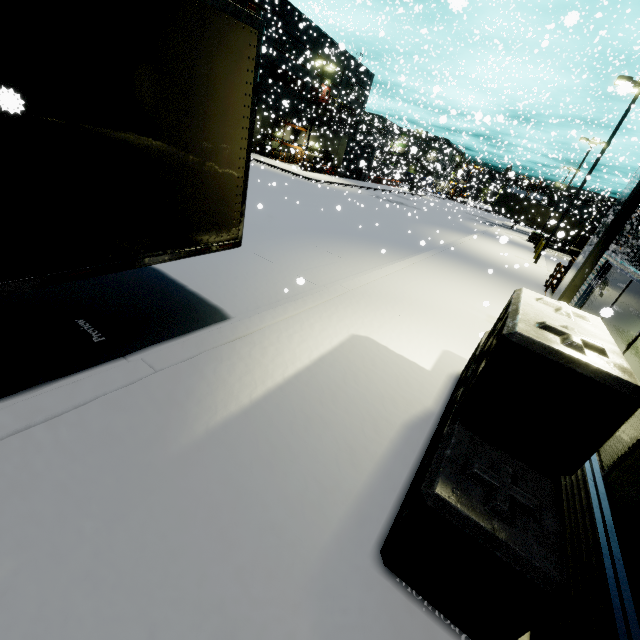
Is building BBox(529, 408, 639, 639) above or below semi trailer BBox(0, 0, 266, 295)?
below

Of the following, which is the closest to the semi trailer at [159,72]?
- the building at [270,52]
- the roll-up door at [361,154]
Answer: the building at [270,52]

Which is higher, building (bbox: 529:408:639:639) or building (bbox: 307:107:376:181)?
building (bbox: 307:107:376:181)

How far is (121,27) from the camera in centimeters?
270cm

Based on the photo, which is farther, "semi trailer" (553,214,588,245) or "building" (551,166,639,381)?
"semi trailer" (553,214,588,245)

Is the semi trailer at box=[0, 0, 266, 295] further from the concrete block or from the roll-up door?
the roll-up door

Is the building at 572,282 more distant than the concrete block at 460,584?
Yes

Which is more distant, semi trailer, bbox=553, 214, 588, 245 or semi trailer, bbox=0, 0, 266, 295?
semi trailer, bbox=553, 214, 588, 245
